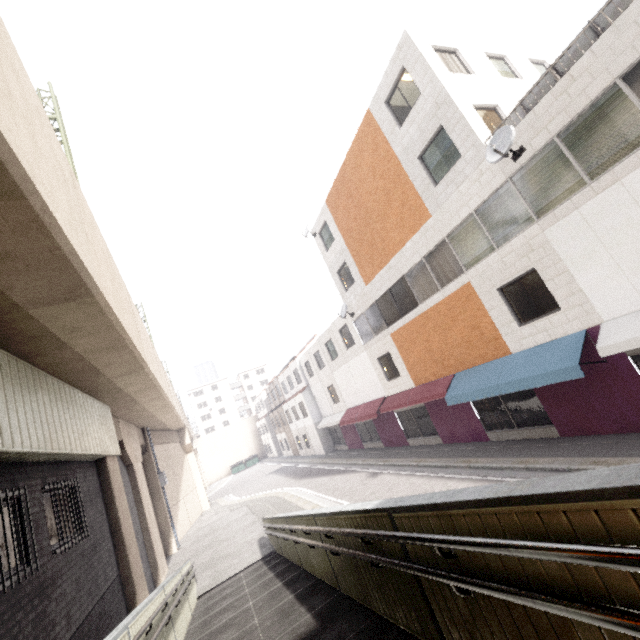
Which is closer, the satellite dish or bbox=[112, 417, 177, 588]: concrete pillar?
the satellite dish

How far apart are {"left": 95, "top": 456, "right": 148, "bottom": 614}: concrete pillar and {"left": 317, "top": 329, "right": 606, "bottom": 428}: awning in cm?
1190

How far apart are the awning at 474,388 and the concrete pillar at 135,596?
11.9 meters

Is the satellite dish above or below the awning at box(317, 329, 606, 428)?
above

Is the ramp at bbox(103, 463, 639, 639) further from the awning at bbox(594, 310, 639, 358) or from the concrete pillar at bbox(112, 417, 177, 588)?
the awning at bbox(594, 310, 639, 358)

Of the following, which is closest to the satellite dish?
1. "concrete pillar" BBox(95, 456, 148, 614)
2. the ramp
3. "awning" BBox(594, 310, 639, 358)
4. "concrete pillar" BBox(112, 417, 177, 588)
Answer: "awning" BBox(594, 310, 639, 358)

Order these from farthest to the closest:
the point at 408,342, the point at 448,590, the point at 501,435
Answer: the point at 408,342 → the point at 501,435 → the point at 448,590

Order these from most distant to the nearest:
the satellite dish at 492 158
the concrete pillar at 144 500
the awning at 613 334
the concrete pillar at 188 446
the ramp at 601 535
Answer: the concrete pillar at 188 446, the concrete pillar at 144 500, the satellite dish at 492 158, the awning at 613 334, the ramp at 601 535
